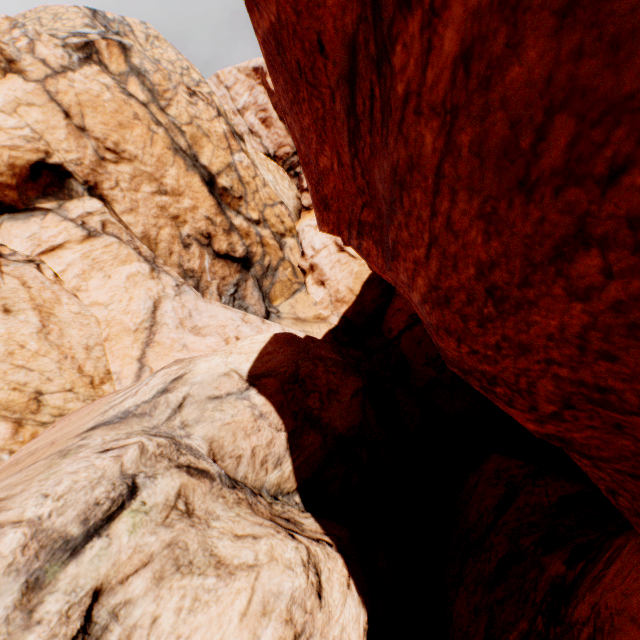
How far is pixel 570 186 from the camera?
1.3m
